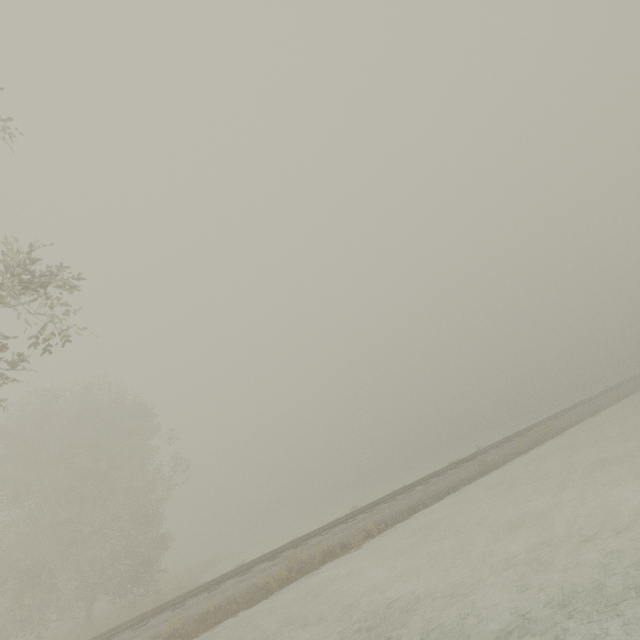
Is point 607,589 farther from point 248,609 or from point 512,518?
point 248,609
